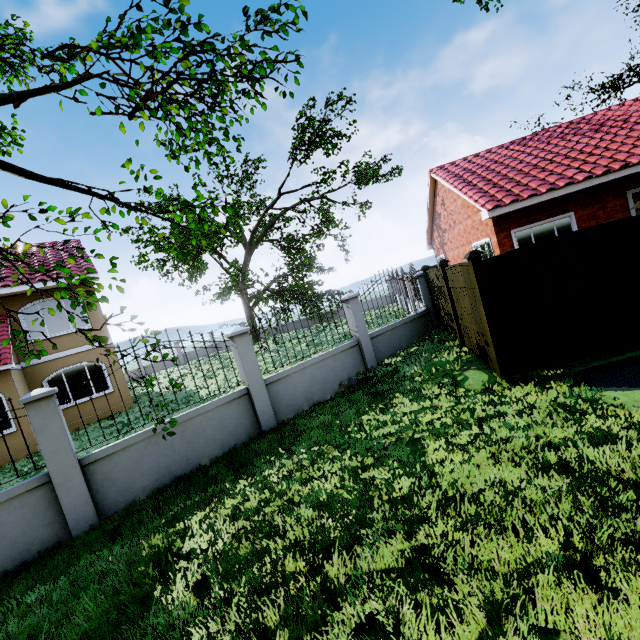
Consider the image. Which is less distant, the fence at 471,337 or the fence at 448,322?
the fence at 471,337

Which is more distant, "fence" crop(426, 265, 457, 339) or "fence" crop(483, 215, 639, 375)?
"fence" crop(426, 265, 457, 339)

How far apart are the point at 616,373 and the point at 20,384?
17.5m

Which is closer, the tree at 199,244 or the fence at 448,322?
the tree at 199,244

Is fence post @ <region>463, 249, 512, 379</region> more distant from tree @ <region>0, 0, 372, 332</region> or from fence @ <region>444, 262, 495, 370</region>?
tree @ <region>0, 0, 372, 332</region>

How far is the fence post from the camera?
6.1 meters

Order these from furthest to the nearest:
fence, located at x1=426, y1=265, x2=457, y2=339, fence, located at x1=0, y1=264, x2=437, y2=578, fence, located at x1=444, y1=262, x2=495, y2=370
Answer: fence, located at x1=426, y1=265, x2=457, y2=339 → fence, located at x1=444, y1=262, x2=495, y2=370 → fence, located at x1=0, y1=264, x2=437, y2=578
